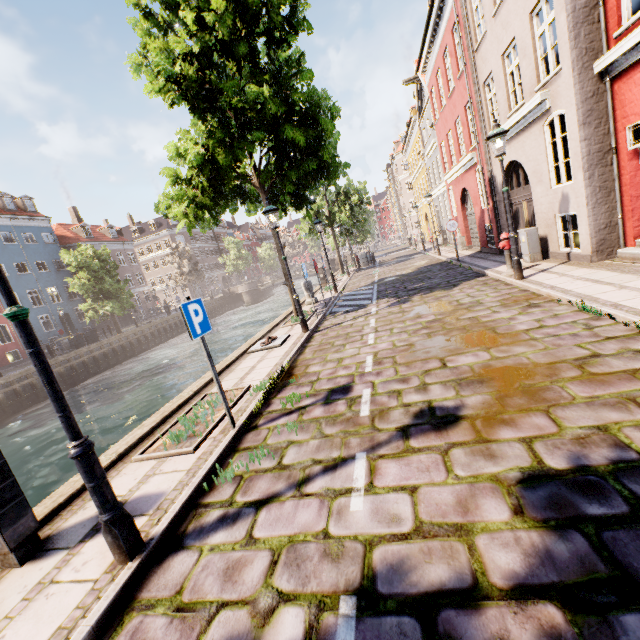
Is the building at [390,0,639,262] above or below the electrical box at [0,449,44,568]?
above

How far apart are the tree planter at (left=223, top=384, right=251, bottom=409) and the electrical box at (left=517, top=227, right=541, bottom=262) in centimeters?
943cm

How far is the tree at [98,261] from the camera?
27.6m

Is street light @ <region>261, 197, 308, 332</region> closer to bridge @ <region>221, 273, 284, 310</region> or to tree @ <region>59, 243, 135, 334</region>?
tree @ <region>59, 243, 135, 334</region>

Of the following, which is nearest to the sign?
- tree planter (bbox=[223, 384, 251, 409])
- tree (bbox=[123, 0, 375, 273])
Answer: tree planter (bbox=[223, 384, 251, 409])

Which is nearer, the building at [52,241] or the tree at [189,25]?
the tree at [189,25]

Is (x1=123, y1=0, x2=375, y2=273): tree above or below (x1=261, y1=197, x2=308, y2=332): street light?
above

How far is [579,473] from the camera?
2.5 meters
